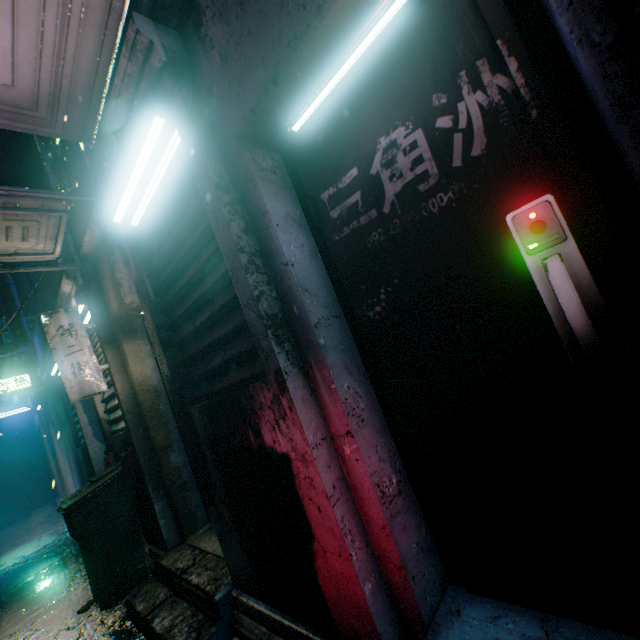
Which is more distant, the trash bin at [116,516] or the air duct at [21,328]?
the air duct at [21,328]

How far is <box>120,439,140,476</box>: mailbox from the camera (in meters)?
2.89

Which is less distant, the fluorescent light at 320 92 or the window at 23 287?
the fluorescent light at 320 92

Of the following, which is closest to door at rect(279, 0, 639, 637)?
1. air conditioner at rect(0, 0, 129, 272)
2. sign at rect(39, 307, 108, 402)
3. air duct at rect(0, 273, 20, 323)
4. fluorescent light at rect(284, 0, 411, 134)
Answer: fluorescent light at rect(284, 0, 411, 134)

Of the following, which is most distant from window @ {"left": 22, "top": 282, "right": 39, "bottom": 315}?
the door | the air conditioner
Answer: the door

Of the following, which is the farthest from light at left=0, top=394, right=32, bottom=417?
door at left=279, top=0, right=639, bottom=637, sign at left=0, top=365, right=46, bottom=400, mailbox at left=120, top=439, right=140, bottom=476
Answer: door at left=279, top=0, right=639, bottom=637

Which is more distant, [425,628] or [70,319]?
[70,319]

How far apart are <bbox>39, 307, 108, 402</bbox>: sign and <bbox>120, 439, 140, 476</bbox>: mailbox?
0.5 meters
